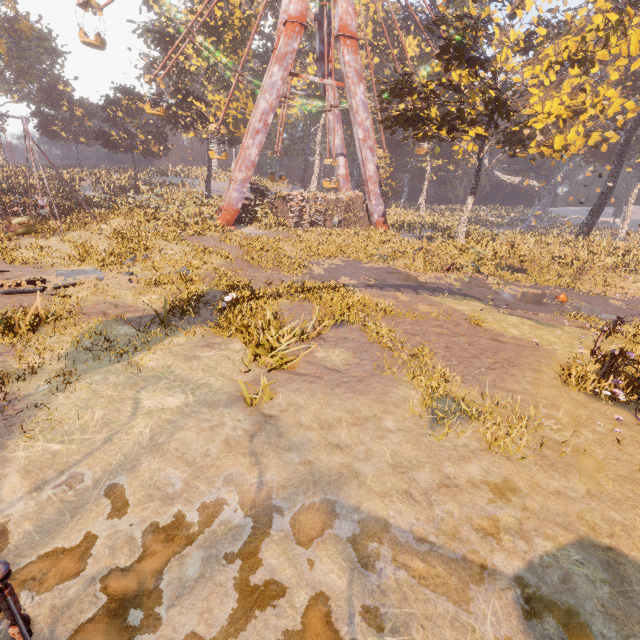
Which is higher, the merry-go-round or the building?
the building

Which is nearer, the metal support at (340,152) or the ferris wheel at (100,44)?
the ferris wheel at (100,44)

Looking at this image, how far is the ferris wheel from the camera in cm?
2331

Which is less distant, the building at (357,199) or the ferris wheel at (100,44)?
the ferris wheel at (100,44)

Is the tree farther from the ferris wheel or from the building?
the building

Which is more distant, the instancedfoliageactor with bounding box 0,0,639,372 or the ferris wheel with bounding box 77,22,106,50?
the ferris wheel with bounding box 77,22,106,50

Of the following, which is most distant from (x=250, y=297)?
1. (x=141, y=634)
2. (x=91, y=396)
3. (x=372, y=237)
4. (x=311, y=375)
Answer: (x=372, y=237)

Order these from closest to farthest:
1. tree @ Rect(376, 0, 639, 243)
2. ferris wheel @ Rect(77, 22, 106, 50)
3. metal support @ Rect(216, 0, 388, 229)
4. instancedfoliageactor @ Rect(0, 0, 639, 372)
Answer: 1. instancedfoliageactor @ Rect(0, 0, 639, 372)
2. tree @ Rect(376, 0, 639, 243)
3. ferris wheel @ Rect(77, 22, 106, 50)
4. metal support @ Rect(216, 0, 388, 229)
